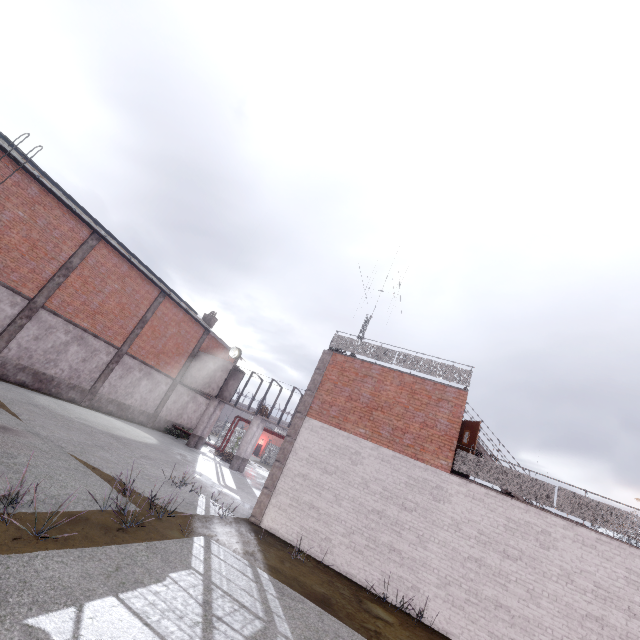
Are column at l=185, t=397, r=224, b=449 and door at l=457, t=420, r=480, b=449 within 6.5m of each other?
no

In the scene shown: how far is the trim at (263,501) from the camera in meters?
11.8 m

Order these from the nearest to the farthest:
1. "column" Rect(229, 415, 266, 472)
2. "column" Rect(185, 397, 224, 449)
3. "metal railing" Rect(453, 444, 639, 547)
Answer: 1. "metal railing" Rect(453, 444, 639, 547)
2. "column" Rect(229, 415, 266, 472)
3. "column" Rect(185, 397, 224, 449)

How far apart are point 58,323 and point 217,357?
11.6 meters

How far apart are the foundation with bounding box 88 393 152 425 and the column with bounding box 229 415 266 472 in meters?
7.7

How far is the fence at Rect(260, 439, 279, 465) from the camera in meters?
44.0

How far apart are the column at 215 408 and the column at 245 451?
3.7m

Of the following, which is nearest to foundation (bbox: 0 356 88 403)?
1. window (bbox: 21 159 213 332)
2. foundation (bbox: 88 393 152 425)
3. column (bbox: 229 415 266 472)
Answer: foundation (bbox: 88 393 152 425)
